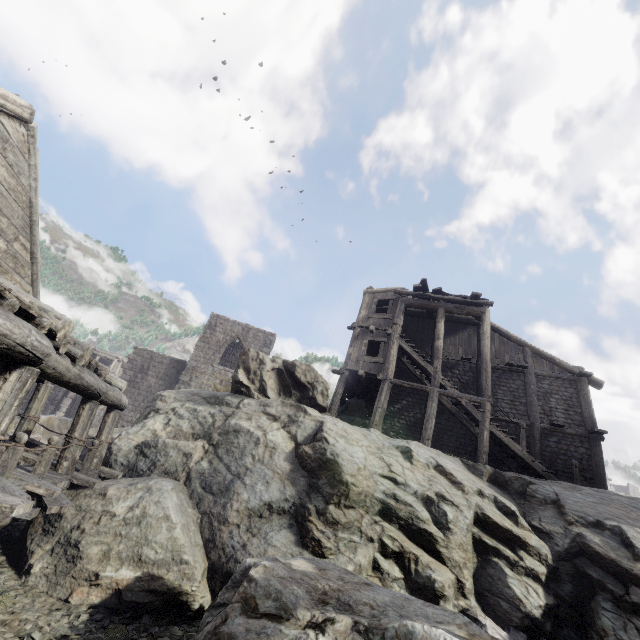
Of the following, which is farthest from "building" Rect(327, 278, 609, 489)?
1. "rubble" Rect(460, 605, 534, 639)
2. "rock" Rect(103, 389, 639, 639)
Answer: "rubble" Rect(460, 605, 534, 639)

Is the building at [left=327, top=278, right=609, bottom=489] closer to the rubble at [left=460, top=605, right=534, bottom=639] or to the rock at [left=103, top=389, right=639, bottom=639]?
the rock at [left=103, top=389, right=639, bottom=639]

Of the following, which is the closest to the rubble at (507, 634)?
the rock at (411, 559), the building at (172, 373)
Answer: the rock at (411, 559)

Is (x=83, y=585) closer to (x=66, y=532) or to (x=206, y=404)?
(x=66, y=532)

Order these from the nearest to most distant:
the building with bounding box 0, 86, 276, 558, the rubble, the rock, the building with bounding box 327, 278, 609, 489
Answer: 1. the building with bounding box 0, 86, 276, 558
2. the rubble
3. the rock
4. the building with bounding box 327, 278, 609, 489

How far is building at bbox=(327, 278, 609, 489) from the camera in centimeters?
1487cm

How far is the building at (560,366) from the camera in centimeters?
1487cm
